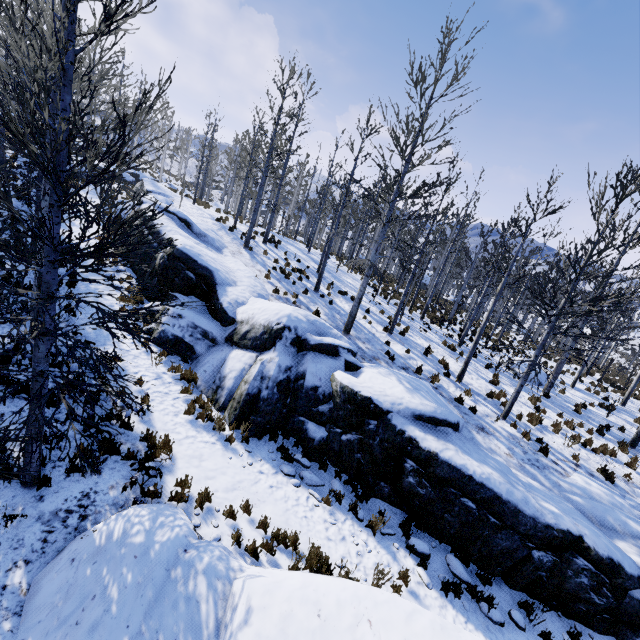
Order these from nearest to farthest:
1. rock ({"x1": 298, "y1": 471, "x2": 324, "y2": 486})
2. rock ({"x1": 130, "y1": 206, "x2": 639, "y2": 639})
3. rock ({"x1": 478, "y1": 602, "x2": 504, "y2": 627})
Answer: rock ({"x1": 478, "y1": 602, "x2": 504, "y2": 627}) < rock ({"x1": 130, "y1": 206, "x2": 639, "y2": 639}) < rock ({"x1": 298, "y1": 471, "x2": 324, "y2": 486})

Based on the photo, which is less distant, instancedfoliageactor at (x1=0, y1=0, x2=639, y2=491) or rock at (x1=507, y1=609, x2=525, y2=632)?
instancedfoliageactor at (x1=0, y1=0, x2=639, y2=491)

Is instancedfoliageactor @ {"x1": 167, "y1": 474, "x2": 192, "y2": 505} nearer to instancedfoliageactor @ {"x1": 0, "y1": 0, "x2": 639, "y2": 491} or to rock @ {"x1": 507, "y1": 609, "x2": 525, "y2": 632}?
rock @ {"x1": 507, "y1": 609, "x2": 525, "y2": 632}

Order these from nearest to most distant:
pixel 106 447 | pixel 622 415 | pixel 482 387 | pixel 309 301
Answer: pixel 106 447
pixel 482 387
pixel 309 301
pixel 622 415

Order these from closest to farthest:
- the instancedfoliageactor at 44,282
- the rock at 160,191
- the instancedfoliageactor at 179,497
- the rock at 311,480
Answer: the instancedfoliageactor at 44,282, the instancedfoliageactor at 179,497, the rock at 311,480, the rock at 160,191

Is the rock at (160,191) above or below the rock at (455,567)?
above

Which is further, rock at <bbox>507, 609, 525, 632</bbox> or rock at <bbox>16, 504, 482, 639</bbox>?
rock at <bbox>507, 609, 525, 632</bbox>
